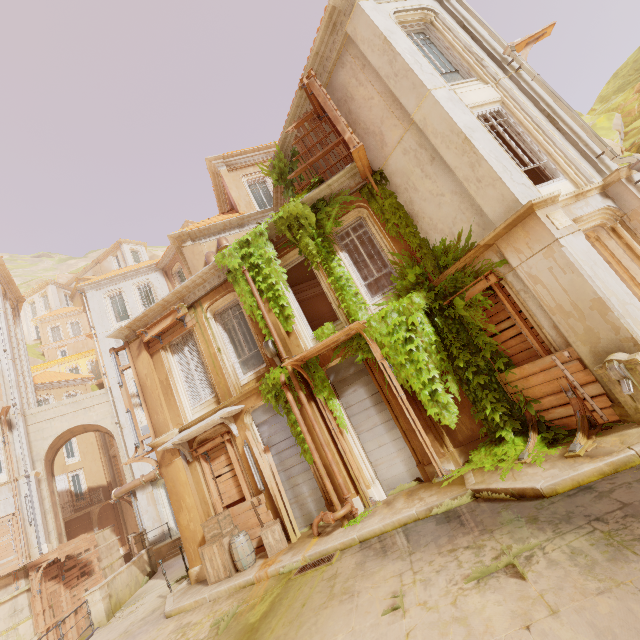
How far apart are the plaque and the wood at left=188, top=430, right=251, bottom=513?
10.4m

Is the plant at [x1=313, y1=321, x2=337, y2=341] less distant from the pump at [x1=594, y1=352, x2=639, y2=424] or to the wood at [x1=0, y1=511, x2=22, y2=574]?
the pump at [x1=594, y1=352, x2=639, y2=424]

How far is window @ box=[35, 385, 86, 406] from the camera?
30.00m

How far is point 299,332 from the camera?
10.3m

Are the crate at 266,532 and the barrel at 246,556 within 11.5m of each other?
yes

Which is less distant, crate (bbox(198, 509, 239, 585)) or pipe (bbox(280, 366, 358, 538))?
pipe (bbox(280, 366, 358, 538))

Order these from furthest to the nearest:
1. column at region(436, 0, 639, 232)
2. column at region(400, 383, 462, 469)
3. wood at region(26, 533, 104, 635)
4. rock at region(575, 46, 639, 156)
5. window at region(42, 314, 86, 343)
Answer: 1. window at region(42, 314, 86, 343)
2. wood at region(26, 533, 104, 635)
3. rock at region(575, 46, 639, 156)
4. column at region(400, 383, 462, 469)
5. column at region(436, 0, 639, 232)

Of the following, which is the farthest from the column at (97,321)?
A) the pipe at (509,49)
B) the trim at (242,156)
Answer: the pipe at (509,49)
